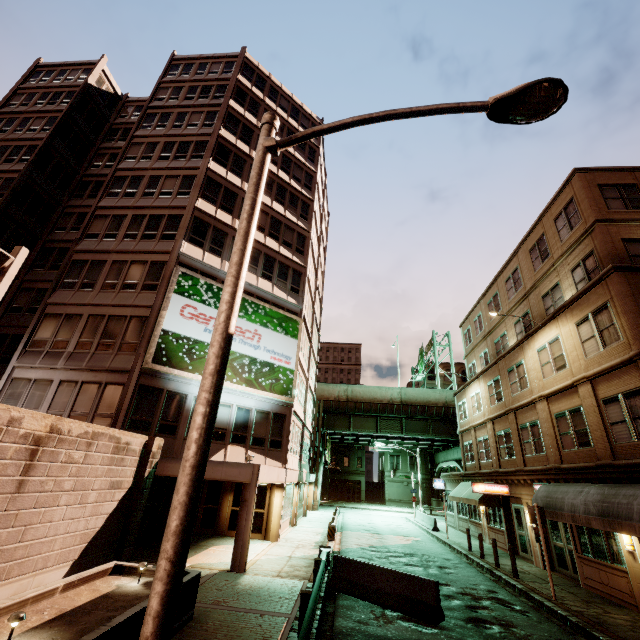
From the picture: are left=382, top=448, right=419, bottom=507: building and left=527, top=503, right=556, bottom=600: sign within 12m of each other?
no

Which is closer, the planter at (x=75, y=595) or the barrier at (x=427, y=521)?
the planter at (x=75, y=595)

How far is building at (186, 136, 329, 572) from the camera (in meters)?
13.87

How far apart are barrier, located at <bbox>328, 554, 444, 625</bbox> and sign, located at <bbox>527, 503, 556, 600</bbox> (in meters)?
5.33

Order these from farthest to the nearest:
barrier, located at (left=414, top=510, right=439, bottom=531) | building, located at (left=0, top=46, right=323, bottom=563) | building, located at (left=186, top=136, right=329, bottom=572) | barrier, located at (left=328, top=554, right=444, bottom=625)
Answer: barrier, located at (left=414, top=510, right=439, bottom=531)
building, located at (left=0, top=46, right=323, bottom=563)
building, located at (left=186, top=136, right=329, bottom=572)
barrier, located at (left=328, top=554, right=444, bottom=625)

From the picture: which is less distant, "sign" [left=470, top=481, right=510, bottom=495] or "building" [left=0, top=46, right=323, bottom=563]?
"building" [left=0, top=46, right=323, bottom=563]

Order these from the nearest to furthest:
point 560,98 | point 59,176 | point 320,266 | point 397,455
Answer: point 560,98, point 59,176, point 320,266, point 397,455

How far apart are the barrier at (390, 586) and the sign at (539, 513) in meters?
5.3 m
